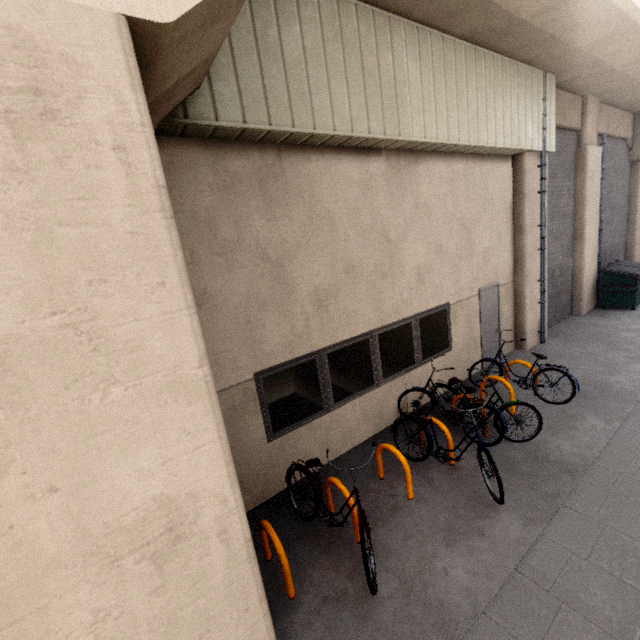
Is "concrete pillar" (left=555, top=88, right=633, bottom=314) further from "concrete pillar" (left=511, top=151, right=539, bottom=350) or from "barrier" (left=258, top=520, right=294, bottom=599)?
"barrier" (left=258, top=520, right=294, bottom=599)

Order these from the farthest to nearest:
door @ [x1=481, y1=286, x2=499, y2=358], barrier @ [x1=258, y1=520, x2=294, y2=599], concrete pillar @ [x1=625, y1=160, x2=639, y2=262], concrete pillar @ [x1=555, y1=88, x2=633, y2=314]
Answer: concrete pillar @ [x1=625, y1=160, x2=639, y2=262] → concrete pillar @ [x1=555, y1=88, x2=633, y2=314] → door @ [x1=481, y1=286, x2=499, y2=358] → barrier @ [x1=258, y1=520, x2=294, y2=599]

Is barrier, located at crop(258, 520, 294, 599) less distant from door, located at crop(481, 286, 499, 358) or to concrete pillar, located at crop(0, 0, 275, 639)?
concrete pillar, located at crop(0, 0, 275, 639)

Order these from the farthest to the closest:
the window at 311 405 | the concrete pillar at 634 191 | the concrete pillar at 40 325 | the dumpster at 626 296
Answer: the concrete pillar at 634 191, the dumpster at 626 296, the window at 311 405, the concrete pillar at 40 325

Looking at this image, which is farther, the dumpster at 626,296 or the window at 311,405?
the dumpster at 626,296

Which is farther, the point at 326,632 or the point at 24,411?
the point at 326,632

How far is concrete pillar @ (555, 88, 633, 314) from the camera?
9.7m

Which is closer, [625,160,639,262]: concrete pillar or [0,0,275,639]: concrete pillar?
[0,0,275,639]: concrete pillar
